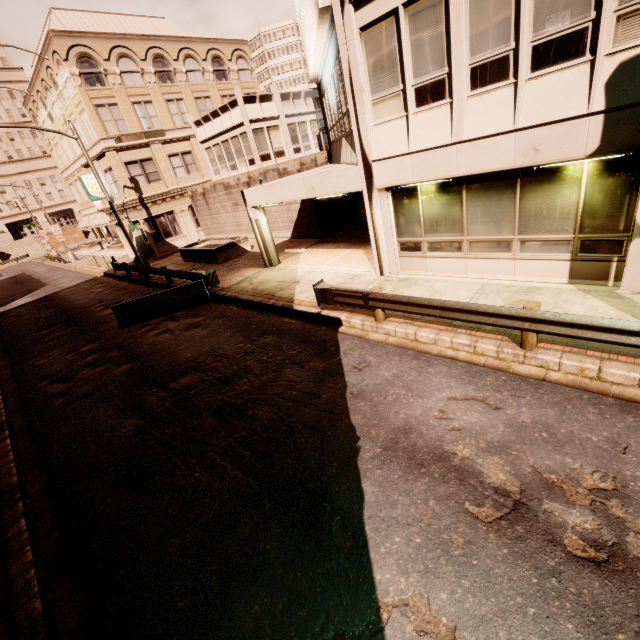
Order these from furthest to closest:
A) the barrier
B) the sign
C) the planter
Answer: the planter, the barrier, the sign

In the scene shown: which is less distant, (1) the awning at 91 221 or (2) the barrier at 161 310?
(2) the barrier at 161 310

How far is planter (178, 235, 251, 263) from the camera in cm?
1942

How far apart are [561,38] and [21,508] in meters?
13.6

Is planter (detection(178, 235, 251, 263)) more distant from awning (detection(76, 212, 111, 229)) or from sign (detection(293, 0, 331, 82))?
awning (detection(76, 212, 111, 229))

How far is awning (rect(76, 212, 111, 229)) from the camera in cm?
3694

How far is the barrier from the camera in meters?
13.6 m

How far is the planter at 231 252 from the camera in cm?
1942
